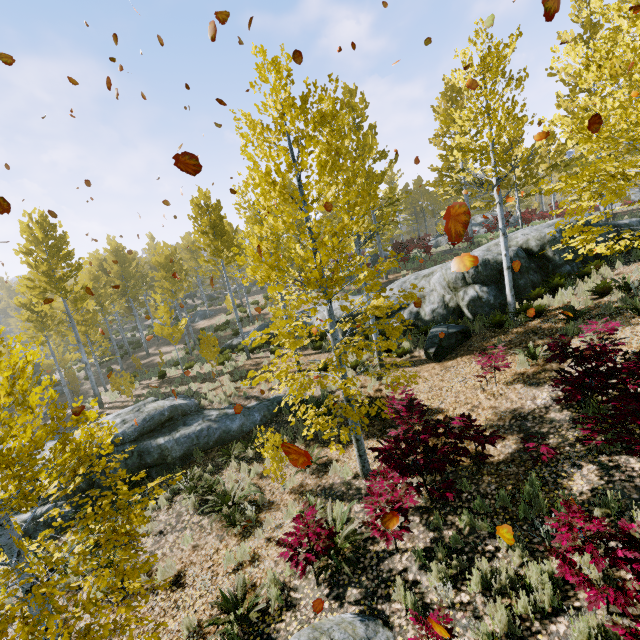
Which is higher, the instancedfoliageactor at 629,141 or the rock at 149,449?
the instancedfoliageactor at 629,141

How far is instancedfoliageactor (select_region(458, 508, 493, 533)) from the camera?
5.24m

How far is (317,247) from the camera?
5.9 meters

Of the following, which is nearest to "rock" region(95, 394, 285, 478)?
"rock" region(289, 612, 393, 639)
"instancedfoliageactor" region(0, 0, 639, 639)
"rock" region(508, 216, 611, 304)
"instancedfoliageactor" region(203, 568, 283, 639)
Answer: "instancedfoliageactor" region(0, 0, 639, 639)

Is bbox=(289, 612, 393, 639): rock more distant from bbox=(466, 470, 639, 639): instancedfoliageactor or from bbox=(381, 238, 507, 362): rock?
bbox=(381, 238, 507, 362): rock

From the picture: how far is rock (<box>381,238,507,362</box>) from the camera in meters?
11.6 m

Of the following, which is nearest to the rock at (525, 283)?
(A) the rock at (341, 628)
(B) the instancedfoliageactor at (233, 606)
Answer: (A) the rock at (341, 628)

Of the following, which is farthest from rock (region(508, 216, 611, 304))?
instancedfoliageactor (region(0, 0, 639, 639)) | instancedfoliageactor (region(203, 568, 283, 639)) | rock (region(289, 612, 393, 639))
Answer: instancedfoliageactor (region(203, 568, 283, 639))
